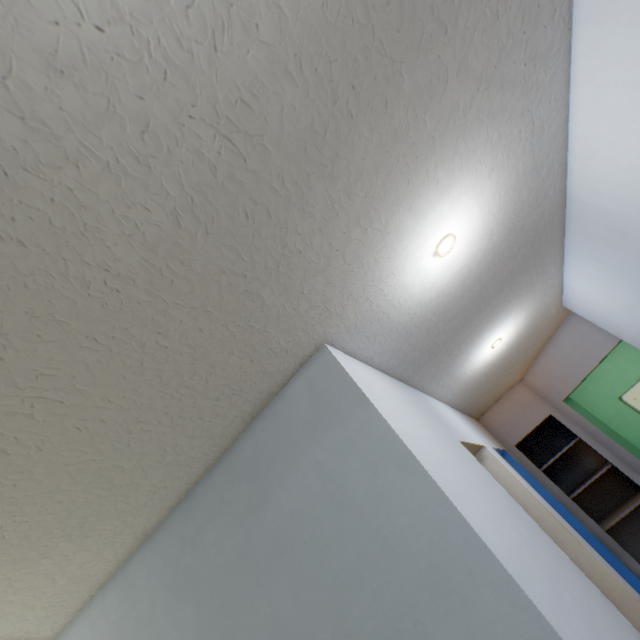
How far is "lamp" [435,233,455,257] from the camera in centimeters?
122cm

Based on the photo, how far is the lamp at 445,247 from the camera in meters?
1.2

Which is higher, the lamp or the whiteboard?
the lamp

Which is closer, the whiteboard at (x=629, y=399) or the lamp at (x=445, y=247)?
the lamp at (x=445, y=247)

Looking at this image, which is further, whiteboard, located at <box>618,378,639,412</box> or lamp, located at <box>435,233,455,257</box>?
whiteboard, located at <box>618,378,639,412</box>

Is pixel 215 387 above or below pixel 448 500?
above
